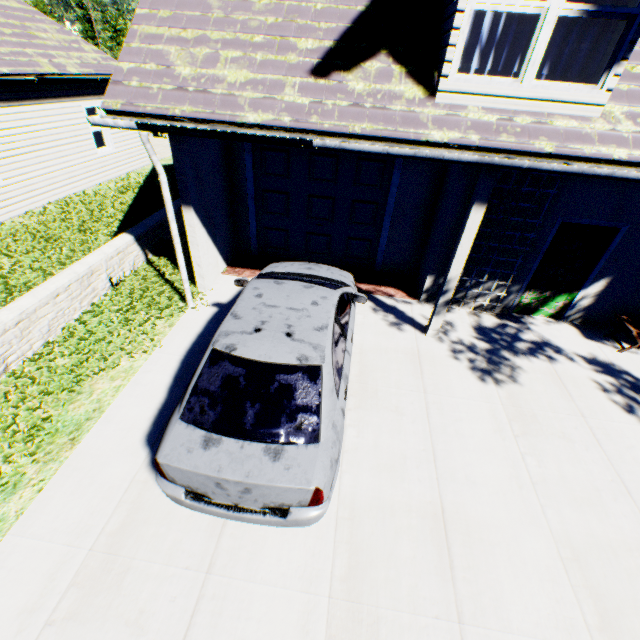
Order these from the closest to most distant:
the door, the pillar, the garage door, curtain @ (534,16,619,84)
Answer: curtain @ (534,16,619,84) < the pillar < the door < the garage door

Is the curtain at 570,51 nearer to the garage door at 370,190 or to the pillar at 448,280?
the pillar at 448,280

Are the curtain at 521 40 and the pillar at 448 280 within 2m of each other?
yes

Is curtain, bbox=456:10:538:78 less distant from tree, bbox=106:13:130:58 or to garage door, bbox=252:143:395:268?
garage door, bbox=252:143:395:268

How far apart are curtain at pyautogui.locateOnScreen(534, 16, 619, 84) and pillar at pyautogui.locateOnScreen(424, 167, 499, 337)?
1.0 meters

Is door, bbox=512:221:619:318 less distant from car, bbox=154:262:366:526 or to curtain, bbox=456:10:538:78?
curtain, bbox=456:10:538:78

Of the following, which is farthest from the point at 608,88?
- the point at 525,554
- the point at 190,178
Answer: the point at 190,178

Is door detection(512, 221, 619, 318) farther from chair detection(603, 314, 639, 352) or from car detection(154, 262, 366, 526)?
car detection(154, 262, 366, 526)
